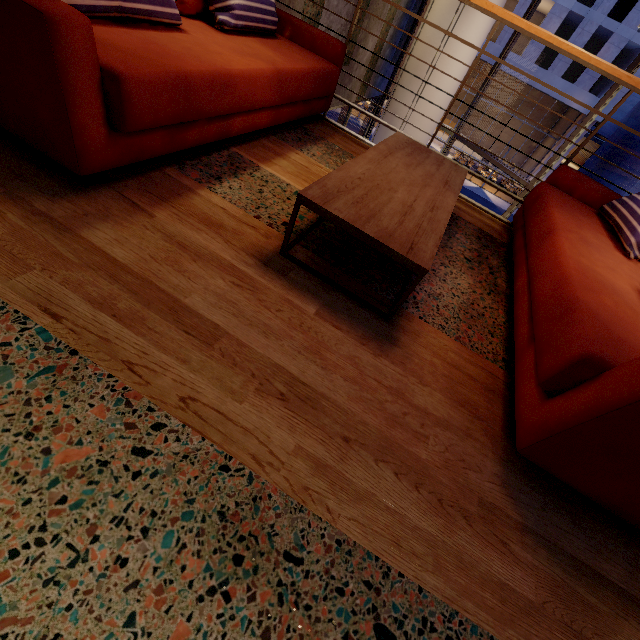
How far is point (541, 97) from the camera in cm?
2400

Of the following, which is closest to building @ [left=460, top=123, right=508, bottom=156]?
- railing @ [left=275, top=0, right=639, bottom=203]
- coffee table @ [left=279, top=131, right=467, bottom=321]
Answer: railing @ [left=275, top=0, right=639, bottom=203]

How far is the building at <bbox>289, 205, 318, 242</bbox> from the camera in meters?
1.7 m

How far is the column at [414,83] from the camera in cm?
614

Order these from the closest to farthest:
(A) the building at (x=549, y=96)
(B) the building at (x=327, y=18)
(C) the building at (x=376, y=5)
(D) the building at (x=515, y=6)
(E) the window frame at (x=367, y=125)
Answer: (B) the building at (x=327, y=18) < (C) the building at (x=376, y=5) < (E) the window frame at (x=367, y=125) < (D) the building at (x=515, y=6) < (A) the building at (x=549, y=96)

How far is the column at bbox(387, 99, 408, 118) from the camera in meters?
6.5 m

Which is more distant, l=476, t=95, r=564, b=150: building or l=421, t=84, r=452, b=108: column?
l=476, t=95, r=564, b=150: building
